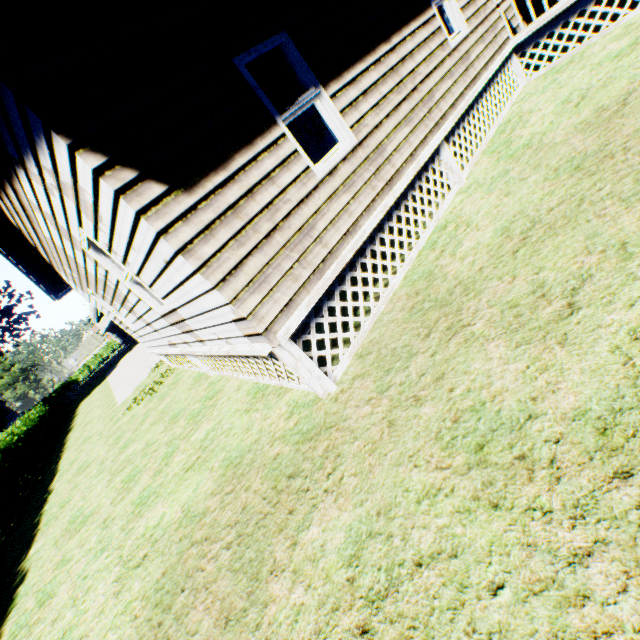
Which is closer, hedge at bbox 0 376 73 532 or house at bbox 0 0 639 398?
house at bbox 0 0 639 398

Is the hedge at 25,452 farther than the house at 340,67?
Yes

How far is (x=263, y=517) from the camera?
3.3m

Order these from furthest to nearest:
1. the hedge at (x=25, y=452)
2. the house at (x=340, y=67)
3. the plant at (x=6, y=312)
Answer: the plant at (x=6, y=312) < the hedge at (x=25, y=452) < the house at (x=340, y=67)

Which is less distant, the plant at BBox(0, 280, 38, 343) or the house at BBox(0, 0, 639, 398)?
the house at BBox(0, 0, 639, 398)

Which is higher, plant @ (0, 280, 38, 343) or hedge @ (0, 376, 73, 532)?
plant @ (0, 280, 38, 343)

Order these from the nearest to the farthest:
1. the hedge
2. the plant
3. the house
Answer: the house
the hedge
the plant

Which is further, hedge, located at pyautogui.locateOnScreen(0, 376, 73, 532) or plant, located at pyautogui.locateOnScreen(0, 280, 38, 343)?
plant, located at pyautogui.locateOnScreen(0, 280, 38, 343)
